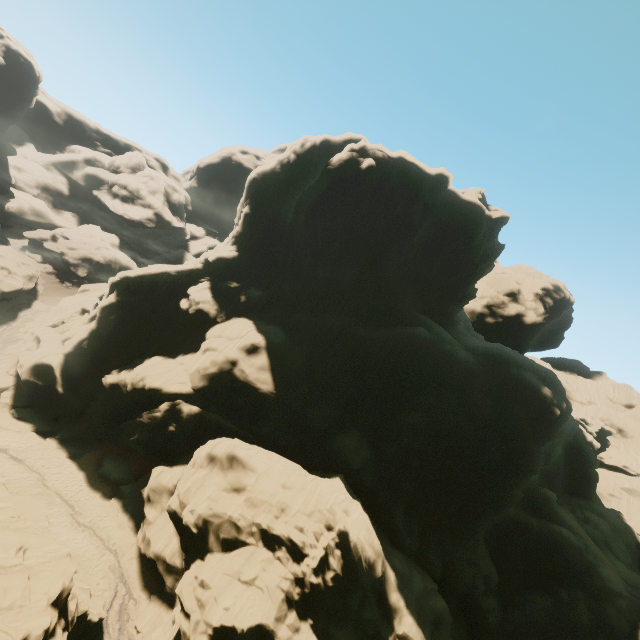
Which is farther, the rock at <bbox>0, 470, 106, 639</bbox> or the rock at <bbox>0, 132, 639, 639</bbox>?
the rock at <bbox>0, 132, 639, 639</bbox>

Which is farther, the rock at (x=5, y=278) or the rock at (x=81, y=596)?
the rock at (x=5, y=278)

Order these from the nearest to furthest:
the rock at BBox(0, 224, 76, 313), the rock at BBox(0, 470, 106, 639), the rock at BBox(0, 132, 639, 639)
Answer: the rock at BBox(0, 470, 106, 639)
the rock at BBox(0, 132, 639, 639)
the rock at BBox(0, 224, 76, 313)

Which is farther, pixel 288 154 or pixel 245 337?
pixel 288 154
